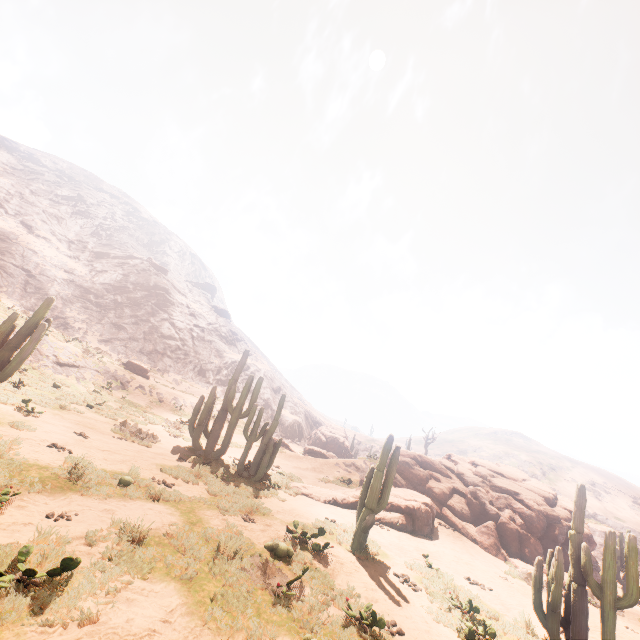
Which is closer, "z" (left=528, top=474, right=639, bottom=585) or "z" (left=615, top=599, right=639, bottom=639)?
"z" (left=615, top=599, right=639, bottom=639)

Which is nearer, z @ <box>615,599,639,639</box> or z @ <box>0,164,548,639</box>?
z @ <box>0,164,548,639</box>

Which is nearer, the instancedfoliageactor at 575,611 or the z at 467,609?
the z at 467,609

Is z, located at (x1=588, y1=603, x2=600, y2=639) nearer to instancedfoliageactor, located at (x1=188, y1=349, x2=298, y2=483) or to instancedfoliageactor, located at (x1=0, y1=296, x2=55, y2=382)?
instancedfoliageactor, located at (x1=188, y1=349, x2=298, y2=483)

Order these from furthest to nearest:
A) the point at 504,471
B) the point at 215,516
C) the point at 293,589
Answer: the point at 504,471 → the point at 215,516 → the point at 293,589

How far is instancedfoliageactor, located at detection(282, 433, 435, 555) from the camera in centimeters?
969cm

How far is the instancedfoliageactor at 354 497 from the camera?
9.69m

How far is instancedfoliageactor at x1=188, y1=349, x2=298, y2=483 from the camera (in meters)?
13.83
